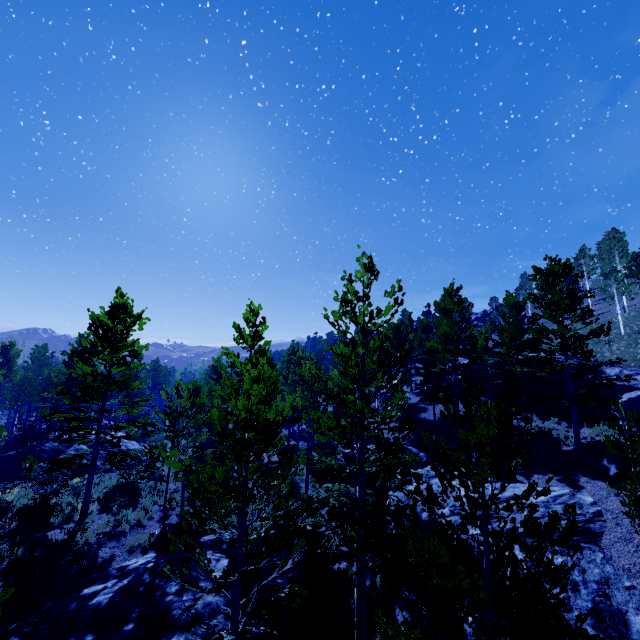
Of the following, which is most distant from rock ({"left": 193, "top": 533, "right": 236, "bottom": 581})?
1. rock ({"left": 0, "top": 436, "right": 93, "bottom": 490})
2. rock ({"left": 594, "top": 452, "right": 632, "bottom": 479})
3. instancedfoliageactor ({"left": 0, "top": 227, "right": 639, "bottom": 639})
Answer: rock ({"left": 0, "top": 436, "right": 93, "bottom": 490})

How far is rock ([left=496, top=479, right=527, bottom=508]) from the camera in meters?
14.6 m

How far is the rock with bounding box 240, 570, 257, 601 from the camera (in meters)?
9.50

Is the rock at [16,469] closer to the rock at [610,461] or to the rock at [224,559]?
the rock at [224,559]

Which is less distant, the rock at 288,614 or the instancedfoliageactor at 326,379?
the instancedfoliageactor at 326,379

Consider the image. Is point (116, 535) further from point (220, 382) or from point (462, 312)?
point (462, 312)
